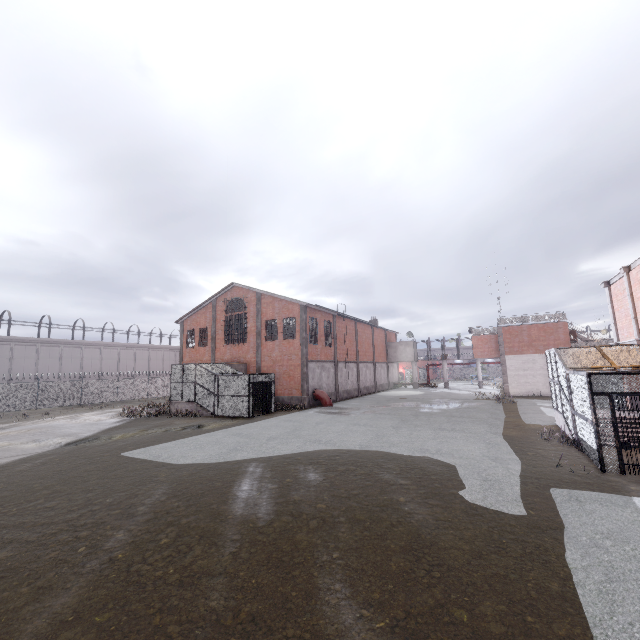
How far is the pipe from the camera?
27.7 meters

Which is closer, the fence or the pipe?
the pipe

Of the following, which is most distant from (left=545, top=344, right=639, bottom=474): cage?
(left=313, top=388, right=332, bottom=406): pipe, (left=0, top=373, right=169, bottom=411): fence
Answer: (left=313, top=388, right=332, bottom=406): pipe

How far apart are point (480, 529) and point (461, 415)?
15.5m

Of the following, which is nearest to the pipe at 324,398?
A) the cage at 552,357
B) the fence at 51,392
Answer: the cage at 552,357

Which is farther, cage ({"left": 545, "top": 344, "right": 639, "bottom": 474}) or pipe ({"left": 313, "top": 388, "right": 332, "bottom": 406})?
pipe ({"left": 313, "top": 388, "right": 332, "bottom": 406})

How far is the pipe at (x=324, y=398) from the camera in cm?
2767

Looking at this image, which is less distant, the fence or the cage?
the cage
